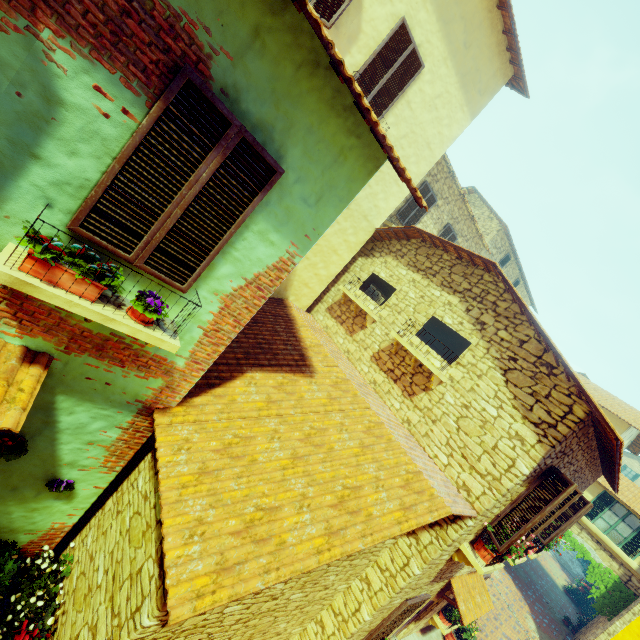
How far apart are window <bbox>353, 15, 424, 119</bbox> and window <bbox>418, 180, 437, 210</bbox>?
4.8m

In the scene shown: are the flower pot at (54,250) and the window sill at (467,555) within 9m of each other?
yes

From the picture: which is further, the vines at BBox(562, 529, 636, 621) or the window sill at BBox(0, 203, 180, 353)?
the vines at BBox(562, 529, 636, 621)

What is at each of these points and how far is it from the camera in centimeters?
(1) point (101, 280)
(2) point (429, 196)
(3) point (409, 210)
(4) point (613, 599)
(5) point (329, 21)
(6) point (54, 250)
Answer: (1) flower pot, 282cm
(2) window, 1241cm
(3) window, 1236cm
(4) vines, 1348cm
(5) window, 593cm
(6) flower pot, 255cm

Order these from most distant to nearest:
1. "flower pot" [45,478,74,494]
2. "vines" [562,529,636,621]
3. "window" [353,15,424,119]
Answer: "vines" [562,529,636,621] < "window" [353,15,424,119] < "flower pot" [45,478,74,494]

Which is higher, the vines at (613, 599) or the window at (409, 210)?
the window at (409, 210)

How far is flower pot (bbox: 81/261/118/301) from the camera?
2.74m

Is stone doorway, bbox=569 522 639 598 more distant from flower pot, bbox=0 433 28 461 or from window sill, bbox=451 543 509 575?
flower pot, bbox=0 433 28 461
